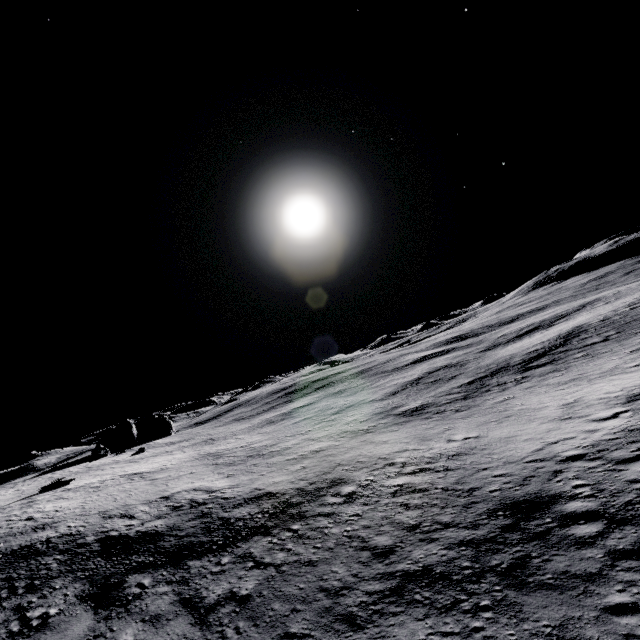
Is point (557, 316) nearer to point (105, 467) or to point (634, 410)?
point (634, 410)

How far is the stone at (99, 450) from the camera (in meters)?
48.53

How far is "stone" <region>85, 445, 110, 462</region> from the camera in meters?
48.5
